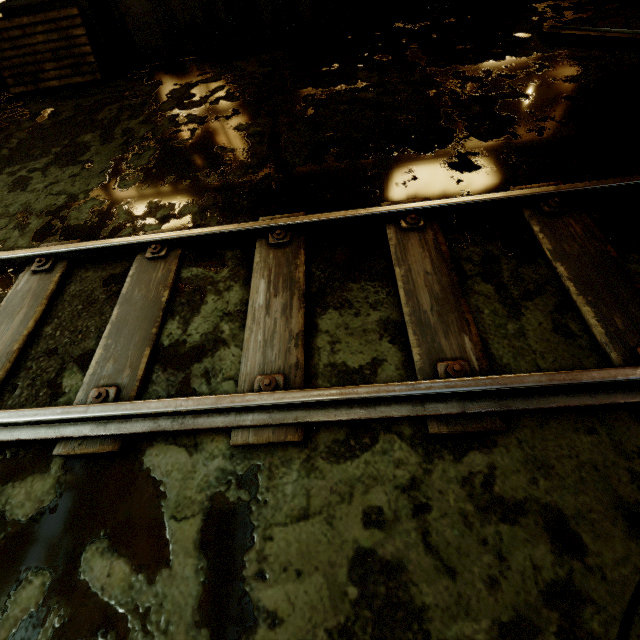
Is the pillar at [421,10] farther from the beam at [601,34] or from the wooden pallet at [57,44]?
the wooden pallet at [57,44]

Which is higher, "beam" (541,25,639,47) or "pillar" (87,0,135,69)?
"pillar" (87,0,135,69)

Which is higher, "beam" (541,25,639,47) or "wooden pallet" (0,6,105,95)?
"wooden pallet" (0,6,105,95)

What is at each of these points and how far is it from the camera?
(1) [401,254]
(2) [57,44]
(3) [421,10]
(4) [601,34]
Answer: (1) rail track, 2.2m
(2) wooden pallet, 5.1m
(3) pillar, 5.1m
(4) beam, 3.8m

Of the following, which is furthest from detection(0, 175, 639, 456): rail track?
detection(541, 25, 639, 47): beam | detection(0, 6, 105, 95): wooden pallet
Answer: detection(0, 6, 105, 95): wooden pallet

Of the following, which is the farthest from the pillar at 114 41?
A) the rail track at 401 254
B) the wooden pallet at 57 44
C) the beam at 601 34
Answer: the beam at 601 34

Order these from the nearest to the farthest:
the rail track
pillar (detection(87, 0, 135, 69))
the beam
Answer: the rail track, the beam, pillar (detection(87, 0, 135, 69))

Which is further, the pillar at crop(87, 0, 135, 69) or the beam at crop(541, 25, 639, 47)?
the pillar at crop(87, 0, 135, 69)
